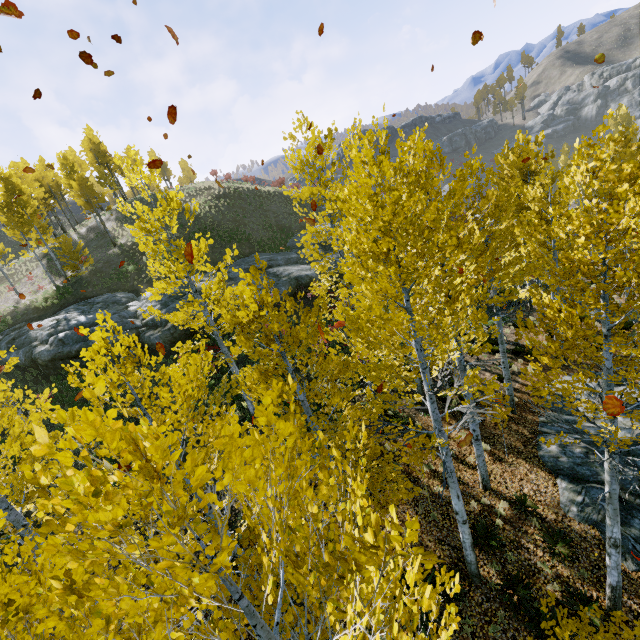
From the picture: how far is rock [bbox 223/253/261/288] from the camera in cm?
2378

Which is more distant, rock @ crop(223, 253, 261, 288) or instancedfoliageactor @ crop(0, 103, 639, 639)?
rock @ crop(223, 253, 261, 288)

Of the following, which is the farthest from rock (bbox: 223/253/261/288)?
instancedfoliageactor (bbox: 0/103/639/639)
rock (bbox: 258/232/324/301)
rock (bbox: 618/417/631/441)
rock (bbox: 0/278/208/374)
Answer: rock (bbox: 618/417/631/441)

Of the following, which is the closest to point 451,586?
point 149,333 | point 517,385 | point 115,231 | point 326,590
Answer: point 326,590

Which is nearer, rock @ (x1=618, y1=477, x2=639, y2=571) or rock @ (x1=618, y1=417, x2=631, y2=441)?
rock @ (x1=618, y1=477, x2=639, y2=571)

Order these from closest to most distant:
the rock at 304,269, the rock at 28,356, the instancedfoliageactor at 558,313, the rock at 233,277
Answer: the instancedfoliageactor at 558,313
the rock at 28,356
the rock at 304,269
the rock at 233,277

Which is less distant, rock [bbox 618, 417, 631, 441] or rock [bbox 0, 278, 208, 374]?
rock [bbox 618, 417, 631, 441]

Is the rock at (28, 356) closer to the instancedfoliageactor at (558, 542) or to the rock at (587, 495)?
the instancedfoliageactor at (558, 542)
